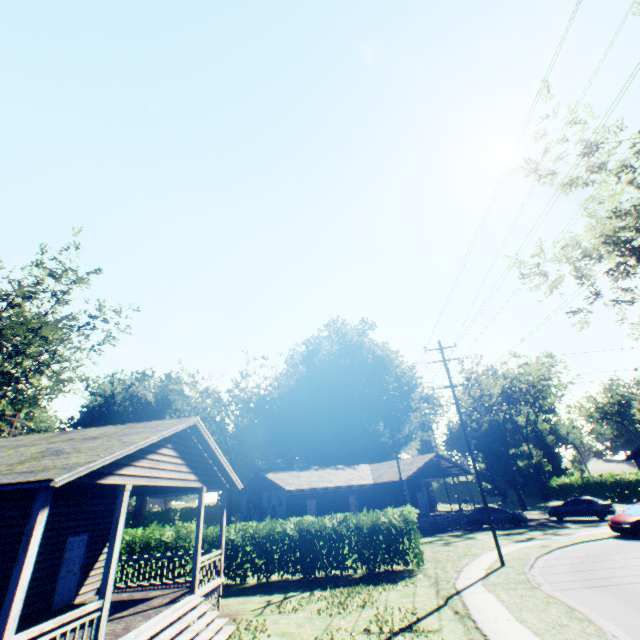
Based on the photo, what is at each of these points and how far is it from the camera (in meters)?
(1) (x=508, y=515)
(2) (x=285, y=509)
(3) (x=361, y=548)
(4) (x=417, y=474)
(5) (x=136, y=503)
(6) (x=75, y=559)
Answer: (1) car, 27.55
(2) house, 28.05
(3) hedge, 16.53
(4) house, 31.61
(5) plant, 56.06
(6) door, 12.48

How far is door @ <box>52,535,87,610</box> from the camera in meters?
11.7

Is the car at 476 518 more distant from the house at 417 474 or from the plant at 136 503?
the plant at 136 503

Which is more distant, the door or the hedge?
the hedge

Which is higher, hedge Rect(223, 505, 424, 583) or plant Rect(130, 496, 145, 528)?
plant Rect(130, 496, 145, 528)

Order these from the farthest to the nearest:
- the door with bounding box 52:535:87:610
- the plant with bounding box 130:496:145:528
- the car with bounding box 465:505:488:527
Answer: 1. the plant with bounding box 130:496:145:528
2. the car with bounding box 465:505:488:527
3. the door with bounding box 52:535:87:610

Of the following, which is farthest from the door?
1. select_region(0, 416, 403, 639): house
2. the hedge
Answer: the hedge

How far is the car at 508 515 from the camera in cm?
2717
